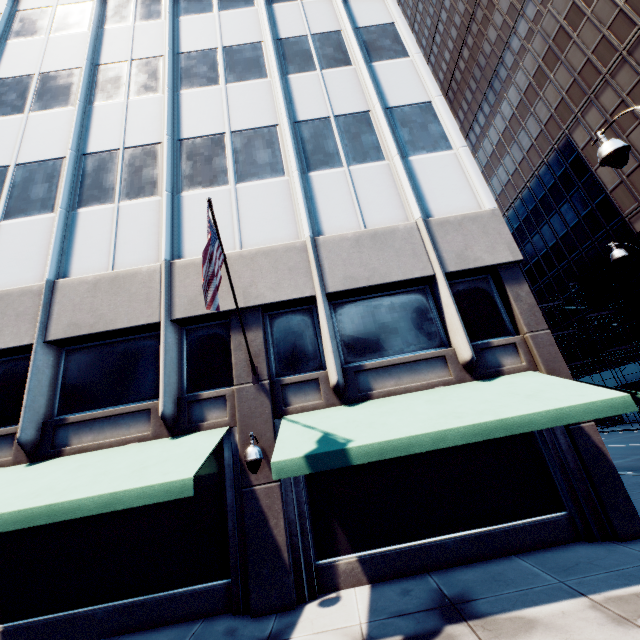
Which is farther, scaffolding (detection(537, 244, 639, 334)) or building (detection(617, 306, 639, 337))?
building (detection(617, 306, 639, 337))

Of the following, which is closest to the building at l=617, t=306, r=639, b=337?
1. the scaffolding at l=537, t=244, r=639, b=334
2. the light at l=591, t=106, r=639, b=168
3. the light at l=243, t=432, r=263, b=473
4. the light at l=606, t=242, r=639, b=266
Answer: the scaffolding at l=537, t=244, r=639, b=334

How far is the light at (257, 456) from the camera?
7.0 meters

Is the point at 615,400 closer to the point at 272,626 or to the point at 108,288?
the point at 272,626

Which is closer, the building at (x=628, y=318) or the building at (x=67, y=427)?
the building at (x=67, y=427)

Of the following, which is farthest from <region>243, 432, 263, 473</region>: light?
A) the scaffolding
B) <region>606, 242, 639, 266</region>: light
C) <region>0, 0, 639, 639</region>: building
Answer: the scaffolding

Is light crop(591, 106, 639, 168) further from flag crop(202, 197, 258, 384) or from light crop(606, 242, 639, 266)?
flag crop(202, 197, 258, 384)

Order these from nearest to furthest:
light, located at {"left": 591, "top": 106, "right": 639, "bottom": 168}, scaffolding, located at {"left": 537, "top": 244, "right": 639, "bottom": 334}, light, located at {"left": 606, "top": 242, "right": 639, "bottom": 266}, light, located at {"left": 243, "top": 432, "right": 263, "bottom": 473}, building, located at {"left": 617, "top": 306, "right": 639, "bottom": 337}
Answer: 1. light, located at {"left": 591, "top": 106, "right": 639, "bottom": 168}
2. light, located at {"left": 243, "top": 432, "right": 263, "bottom": 473}
3. light, located at {"left": 606, "top": 242, "right": 639, "bottom": 266}
4. scaffolding, located at {"left": 537, "top": 244, "right": 639, "bottom": 334}
5. building, located at {"left": 617, "top": 306, "right": 639, "bottom": 337}
